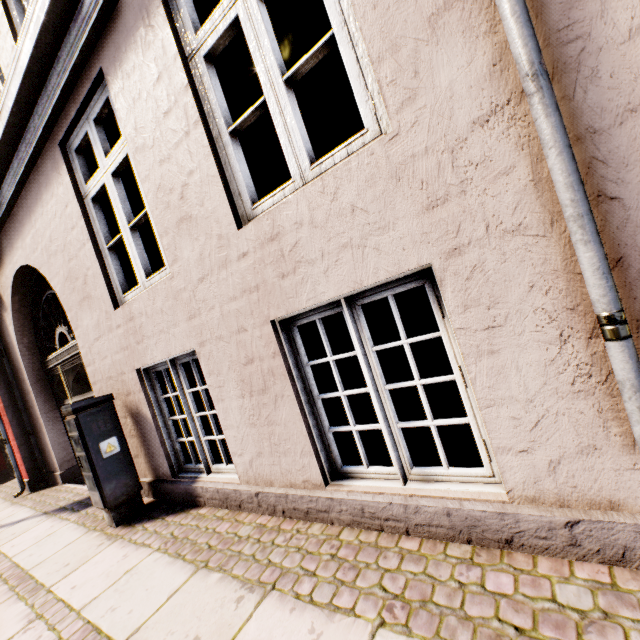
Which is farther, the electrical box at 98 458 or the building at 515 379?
the electrical box at 98 458

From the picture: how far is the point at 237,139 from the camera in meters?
2.2

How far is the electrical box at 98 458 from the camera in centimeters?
312cm

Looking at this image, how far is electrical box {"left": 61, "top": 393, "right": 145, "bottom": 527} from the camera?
3.1m

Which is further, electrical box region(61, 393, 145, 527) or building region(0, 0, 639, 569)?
electrical box region(61, 393, 145, 527)
